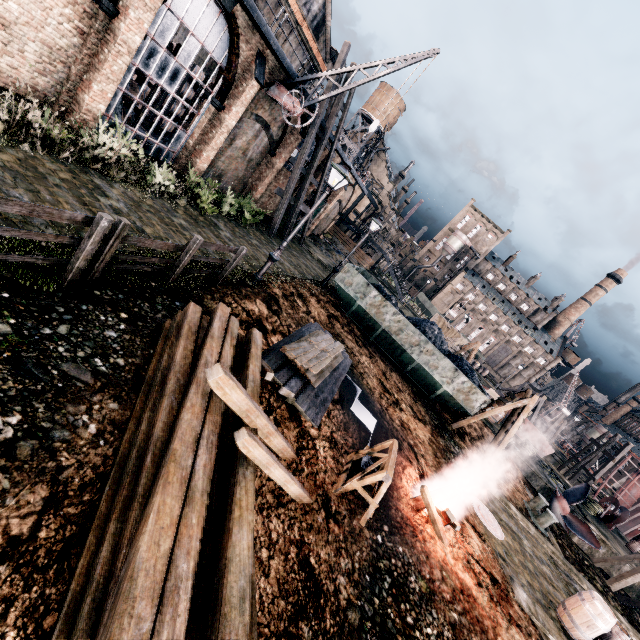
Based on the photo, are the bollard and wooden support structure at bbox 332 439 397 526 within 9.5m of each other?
no

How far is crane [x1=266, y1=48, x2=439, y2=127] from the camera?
15.9 meters

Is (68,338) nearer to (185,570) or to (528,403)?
(185,570)

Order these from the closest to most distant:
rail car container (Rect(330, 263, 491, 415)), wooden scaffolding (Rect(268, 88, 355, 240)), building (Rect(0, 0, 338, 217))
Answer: building (Rect(0, 0, 338, 217)) < rail car container (Rect(330, 263, 491, 415)) < wooden scaffolding (Rect(268, 88, 355, 240))

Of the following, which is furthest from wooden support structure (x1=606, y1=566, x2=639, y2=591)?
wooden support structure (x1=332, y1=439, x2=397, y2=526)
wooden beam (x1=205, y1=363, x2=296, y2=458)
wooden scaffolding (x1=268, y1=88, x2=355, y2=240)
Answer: wooden scaffolding (x1=268, y1=88, x2=355, y2=240)

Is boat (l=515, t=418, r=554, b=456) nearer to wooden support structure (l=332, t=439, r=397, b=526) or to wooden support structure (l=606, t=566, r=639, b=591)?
wooden support structure (l=606, t=566, r=639, b=591)

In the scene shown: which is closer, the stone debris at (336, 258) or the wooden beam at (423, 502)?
the wooden beam at (423, 502)

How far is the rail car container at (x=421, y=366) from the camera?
17.3 meters
